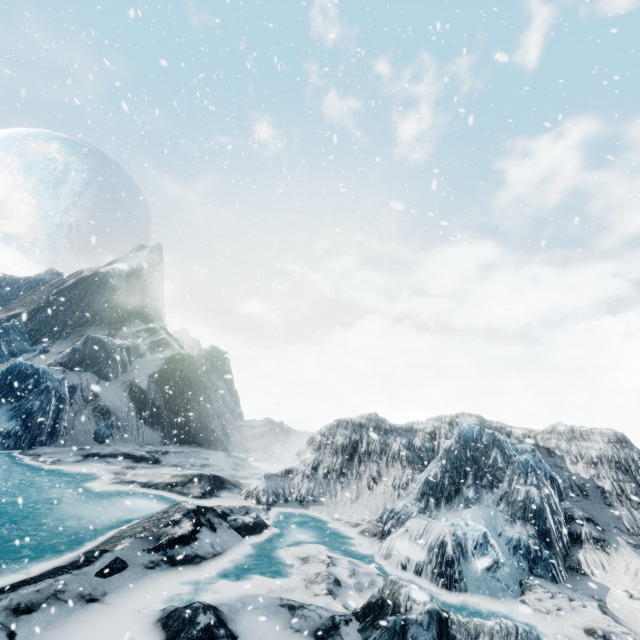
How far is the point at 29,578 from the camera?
6.95m
